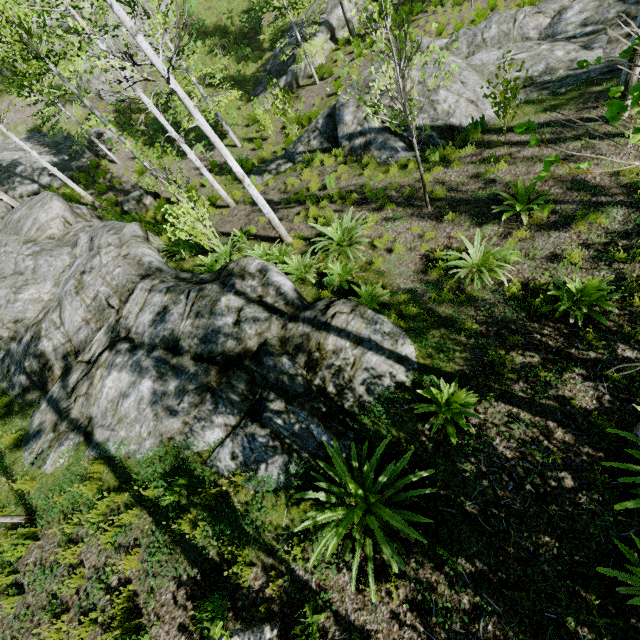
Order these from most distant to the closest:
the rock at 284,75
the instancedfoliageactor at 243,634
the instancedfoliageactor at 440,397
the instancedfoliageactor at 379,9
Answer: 1. the rock at 284,75
2. the instancedfoliageactor at 379,9
3. the instancedfoliageactor at 440,397
4. the instancedfoliageactor at 243,634

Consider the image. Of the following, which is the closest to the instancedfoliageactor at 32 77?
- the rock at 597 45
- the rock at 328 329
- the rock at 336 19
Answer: the rock at 328 329

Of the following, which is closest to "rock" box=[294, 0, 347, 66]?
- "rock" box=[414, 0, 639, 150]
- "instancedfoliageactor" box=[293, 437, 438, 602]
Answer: "rock" box=[414, 0, 639, 150]

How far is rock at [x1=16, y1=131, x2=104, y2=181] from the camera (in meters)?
18.84

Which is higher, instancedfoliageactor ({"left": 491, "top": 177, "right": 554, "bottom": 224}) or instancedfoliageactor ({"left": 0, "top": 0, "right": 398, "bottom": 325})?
instancedfoliageactor ({"left": 0, "top": 0, "right": 398, "bottom": 325})

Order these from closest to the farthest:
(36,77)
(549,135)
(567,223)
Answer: (567,223)
(549,135)
(36,77)

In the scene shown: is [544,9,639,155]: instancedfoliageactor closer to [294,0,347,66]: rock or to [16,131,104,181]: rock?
[16,131,104,181]: rock

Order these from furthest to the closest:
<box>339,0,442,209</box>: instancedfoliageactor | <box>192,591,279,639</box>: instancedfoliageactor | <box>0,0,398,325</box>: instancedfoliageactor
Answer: <box>0,0,398,325</box>: instancedfoliageactor, <box>339,0,442,209</box>: instancedfoliageactor, <box>192,591,279,639</box>: instancedfoliageactor
